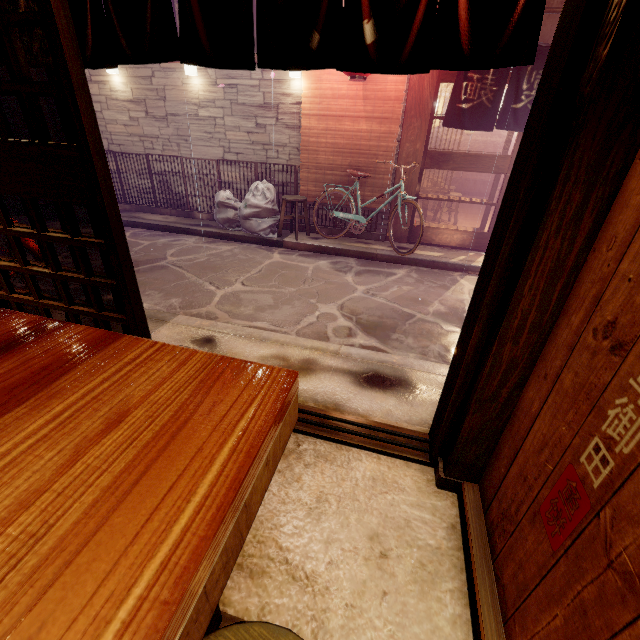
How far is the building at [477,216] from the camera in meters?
14.9 m

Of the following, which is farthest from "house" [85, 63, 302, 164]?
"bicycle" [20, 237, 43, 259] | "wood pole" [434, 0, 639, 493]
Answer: "wood pole" [434, 0, 639, 493]

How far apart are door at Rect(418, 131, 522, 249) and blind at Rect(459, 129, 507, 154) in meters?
13.9

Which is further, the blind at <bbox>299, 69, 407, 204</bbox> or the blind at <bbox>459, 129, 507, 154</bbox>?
the blind at <bbox>459, 129, 507, 154</bbox>

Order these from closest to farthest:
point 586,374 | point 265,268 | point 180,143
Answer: point 586,374, point 265,268, point 180,143

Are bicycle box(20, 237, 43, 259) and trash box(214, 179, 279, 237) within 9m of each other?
yes

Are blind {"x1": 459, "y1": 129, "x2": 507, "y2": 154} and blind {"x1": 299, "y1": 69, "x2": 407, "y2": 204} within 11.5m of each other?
no

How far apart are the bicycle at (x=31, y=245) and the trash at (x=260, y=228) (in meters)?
6.40
